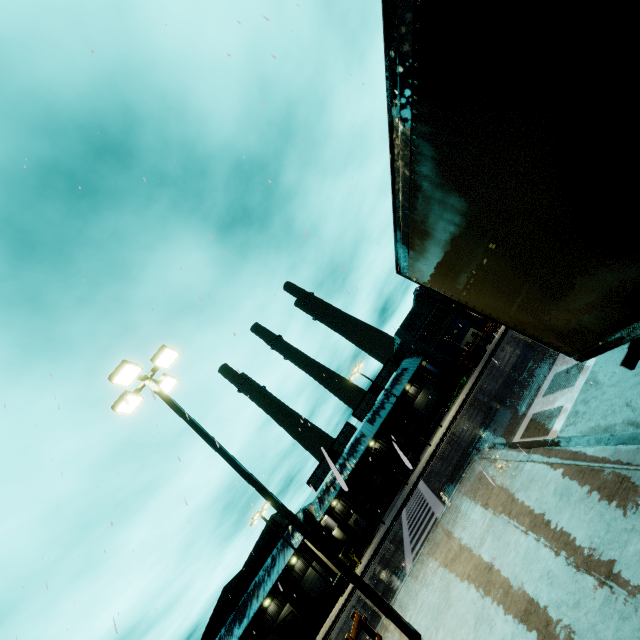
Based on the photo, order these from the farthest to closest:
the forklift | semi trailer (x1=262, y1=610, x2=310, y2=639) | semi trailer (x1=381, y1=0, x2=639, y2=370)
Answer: the forklift < semi trailer (x1=262, y1=610, x2=310, y2=639) < semi trailer (x1=381, y1=0, x2=639, y2=370)

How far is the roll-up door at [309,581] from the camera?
34.9m

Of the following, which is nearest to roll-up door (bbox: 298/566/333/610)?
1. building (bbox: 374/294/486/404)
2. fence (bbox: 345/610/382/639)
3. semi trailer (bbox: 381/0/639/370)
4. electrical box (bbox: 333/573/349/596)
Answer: building (bbox: 374/294/486/404)

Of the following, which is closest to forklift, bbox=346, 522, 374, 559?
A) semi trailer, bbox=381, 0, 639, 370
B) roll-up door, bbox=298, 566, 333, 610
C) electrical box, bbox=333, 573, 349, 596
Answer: semi trailer, bbox=381, 0, 639, 370

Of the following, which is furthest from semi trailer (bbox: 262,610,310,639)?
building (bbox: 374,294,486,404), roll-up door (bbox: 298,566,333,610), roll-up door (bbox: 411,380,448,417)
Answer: roll-up door (bbox: 411,380,448,417)

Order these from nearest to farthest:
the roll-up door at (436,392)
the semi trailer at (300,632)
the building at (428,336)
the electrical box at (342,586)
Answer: the electrical box at (342,586) < the semi trailer at (300,632) < the building at (428,336) < the roll-up door at (436,392)

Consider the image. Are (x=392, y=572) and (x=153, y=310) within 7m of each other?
no
